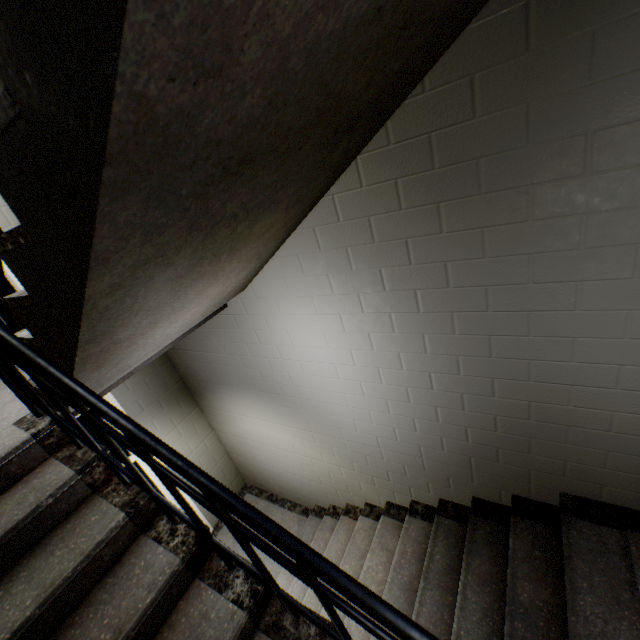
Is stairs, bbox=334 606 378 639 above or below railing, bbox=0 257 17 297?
below

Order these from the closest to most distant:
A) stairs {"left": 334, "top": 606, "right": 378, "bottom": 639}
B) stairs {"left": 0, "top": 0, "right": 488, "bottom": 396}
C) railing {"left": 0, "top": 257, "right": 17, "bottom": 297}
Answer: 1. stairs {"left": 0, "top": 0, "right": 488, "bottom": 396}
2. railing {"left": 0, "top": 257, "right": 17, "bottom": 297}
3. stairs {"left": 334, "top": 606, "right": 378, "bottom": 639}

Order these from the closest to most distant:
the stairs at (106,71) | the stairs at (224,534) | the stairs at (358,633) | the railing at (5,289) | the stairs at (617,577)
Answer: the stairs at (106,71), the railing at (5,289), the stairs at (617,577), the stairs at (358,633), the stairs at (224,534)

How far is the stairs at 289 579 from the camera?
3.0 meters

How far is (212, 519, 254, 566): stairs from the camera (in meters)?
4.34

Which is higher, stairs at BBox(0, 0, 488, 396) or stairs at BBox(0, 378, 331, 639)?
stairs at BBox(0, 0, 488, 396)

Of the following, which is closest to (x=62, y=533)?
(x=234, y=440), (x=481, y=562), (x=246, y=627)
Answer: (x=246, y=627)
